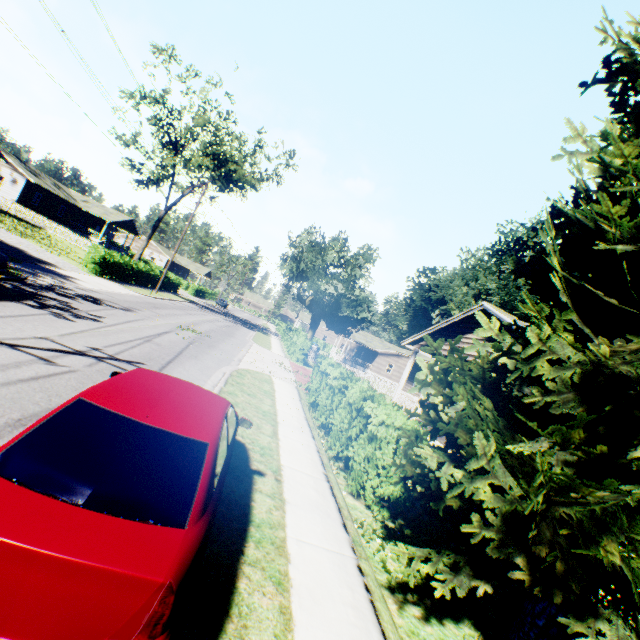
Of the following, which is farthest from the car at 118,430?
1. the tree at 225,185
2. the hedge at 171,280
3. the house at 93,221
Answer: the house at 93,221

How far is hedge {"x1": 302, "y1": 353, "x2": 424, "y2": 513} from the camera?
A: 6.7m

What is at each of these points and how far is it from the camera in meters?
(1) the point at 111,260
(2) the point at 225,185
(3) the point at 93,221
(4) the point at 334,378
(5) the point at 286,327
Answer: (1) hedge, 25.1 m
(2) tree, 32.6 m
(3) house, 54.1 m
(4) hedge, 12.1 m
(5) hedge, 45.8 m

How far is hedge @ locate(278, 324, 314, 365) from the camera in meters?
27.0

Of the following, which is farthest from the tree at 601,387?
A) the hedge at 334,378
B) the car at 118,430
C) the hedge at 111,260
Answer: the hedge at 111,260

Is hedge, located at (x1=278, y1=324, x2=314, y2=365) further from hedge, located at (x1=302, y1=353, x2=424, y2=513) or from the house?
the house

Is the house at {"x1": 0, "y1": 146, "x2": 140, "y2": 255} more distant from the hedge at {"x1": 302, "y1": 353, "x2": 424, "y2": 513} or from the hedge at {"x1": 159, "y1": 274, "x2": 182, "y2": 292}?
the hedge at {"x1": 302, "y1": 353, "x2": 424, "y2": 513}

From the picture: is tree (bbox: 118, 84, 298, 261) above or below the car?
above
